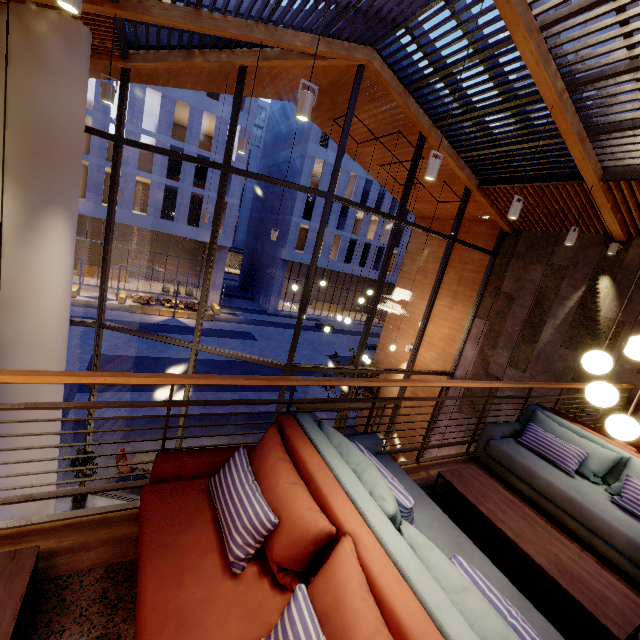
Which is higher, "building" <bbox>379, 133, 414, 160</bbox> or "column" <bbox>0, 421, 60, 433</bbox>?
"building" <bbox>379, 133, 414, 160</bbox>

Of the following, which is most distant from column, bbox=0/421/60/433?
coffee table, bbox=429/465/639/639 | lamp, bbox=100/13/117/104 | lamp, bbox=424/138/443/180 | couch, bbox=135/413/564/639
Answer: coffee table, bbox=429/465/639/639

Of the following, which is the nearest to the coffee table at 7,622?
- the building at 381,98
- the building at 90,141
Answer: the building at 381,98

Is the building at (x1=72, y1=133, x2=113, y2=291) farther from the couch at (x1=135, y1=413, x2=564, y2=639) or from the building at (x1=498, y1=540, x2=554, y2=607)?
the couch at (x1=135, y1=413, x2=564, y2=639)

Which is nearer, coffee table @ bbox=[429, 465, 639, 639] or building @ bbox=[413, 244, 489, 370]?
coffee table @ bbox=[429, 465, 639, 639]

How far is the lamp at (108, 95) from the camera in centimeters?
453cm

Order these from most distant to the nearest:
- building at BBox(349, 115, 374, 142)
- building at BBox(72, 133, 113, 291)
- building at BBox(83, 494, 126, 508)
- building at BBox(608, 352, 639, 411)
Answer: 1. building at BBox(72, 133, 113, 291)
2. building at BBox(349, 115, 374, 142)
3. building at BBox(83, 494, 126, 508)
4. building at BBox(608, 352, 639, 411)

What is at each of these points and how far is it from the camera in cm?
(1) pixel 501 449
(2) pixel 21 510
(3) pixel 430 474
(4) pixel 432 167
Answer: (1) couch, 405
(2) column, 633
(3) building, 392
(4) lamp, 430
